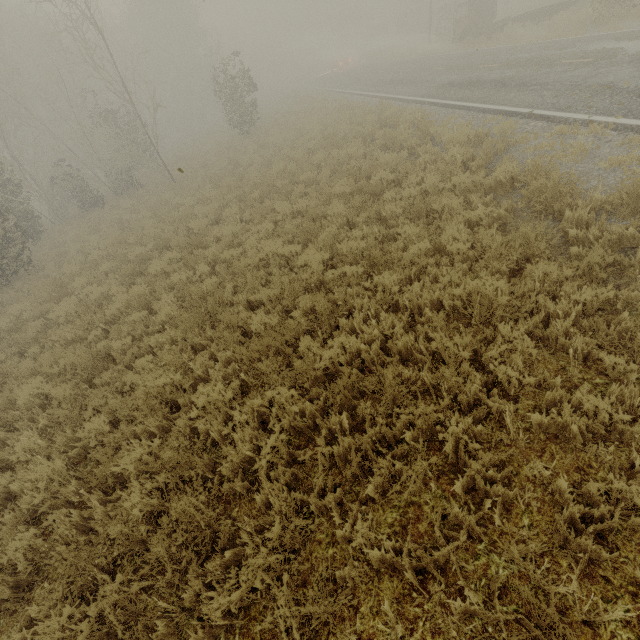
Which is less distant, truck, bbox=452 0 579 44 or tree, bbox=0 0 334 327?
tree, bbox=0 0 334 327

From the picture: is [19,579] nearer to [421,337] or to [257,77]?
[421,337]

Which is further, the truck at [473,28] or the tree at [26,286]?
the truck at [473,28]
